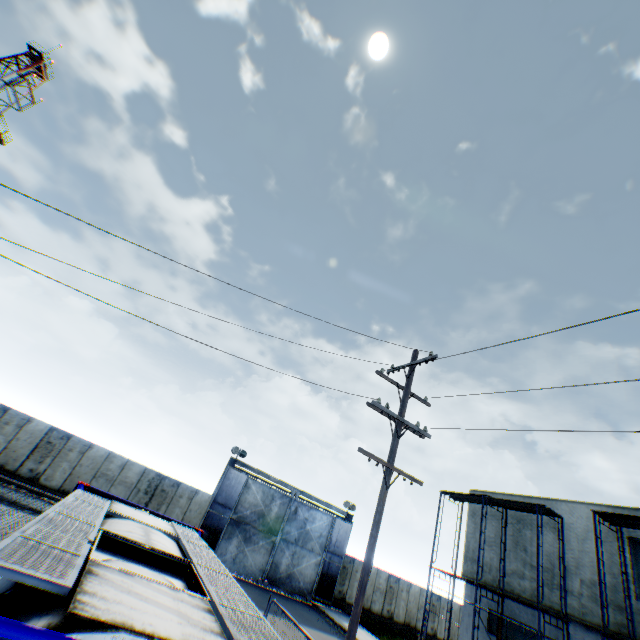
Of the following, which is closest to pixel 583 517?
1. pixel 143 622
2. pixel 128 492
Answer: pixel 143 622

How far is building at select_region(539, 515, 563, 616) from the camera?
15.7 meters

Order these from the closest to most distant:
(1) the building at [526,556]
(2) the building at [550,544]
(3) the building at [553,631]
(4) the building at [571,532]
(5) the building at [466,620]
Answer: (4) the building at [571,532] → (3) the building at [553,631] → (2) the building at [550,544] → (1) the building at [526,556] → (5) the building at [466,620]

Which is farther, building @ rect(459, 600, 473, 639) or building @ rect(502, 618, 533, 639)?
building @ rect(459, 600, 473, 639)

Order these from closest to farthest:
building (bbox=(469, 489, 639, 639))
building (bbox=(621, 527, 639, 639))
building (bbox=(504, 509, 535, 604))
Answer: building (bbox=(621, 527, 639, 639)), building (bbox=(469, 489, 639, 639)), building (bbox=(504, 509, 535, 604))

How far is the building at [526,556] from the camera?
16.8m

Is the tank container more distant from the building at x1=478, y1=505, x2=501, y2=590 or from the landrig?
the landrig
